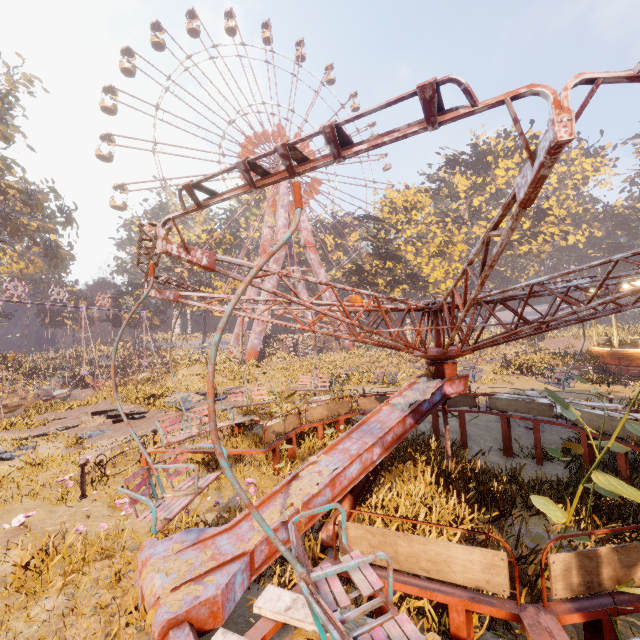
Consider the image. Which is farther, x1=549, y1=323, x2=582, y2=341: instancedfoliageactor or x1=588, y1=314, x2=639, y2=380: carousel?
x1=549, y1=323, x2=582, y2=341: instancedfoliageactor

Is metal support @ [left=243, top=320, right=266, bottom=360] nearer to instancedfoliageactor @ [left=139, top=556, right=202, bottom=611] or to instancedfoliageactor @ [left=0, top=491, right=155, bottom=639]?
instancedfoliageactor @ [left=0, top=491, right=155, bottom=639]

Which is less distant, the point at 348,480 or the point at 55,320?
the point at 348,480

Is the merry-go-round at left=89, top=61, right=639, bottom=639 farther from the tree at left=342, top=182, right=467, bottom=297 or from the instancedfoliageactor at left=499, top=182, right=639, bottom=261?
the instancedfoliageactor at left=499, top=182, right=639, bottom=261

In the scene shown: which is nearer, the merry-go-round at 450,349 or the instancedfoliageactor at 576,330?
the merry-go-round at 450,349

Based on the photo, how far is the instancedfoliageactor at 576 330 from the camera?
35.9 meters

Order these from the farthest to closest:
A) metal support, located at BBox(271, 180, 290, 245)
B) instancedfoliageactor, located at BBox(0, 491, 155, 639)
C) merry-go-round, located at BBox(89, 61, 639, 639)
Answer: metal support, located at BBox(271, 180, 290, 245)
instancedfoliageactor, located at BBox(0, 491, 155, 639)
merry-go-round, located at BBox(89, 61, 639, 639)

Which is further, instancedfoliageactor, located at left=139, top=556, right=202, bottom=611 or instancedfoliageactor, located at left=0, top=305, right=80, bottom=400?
instancedfoliageactor, located at left=0, top=305, right=80, bottom=400
